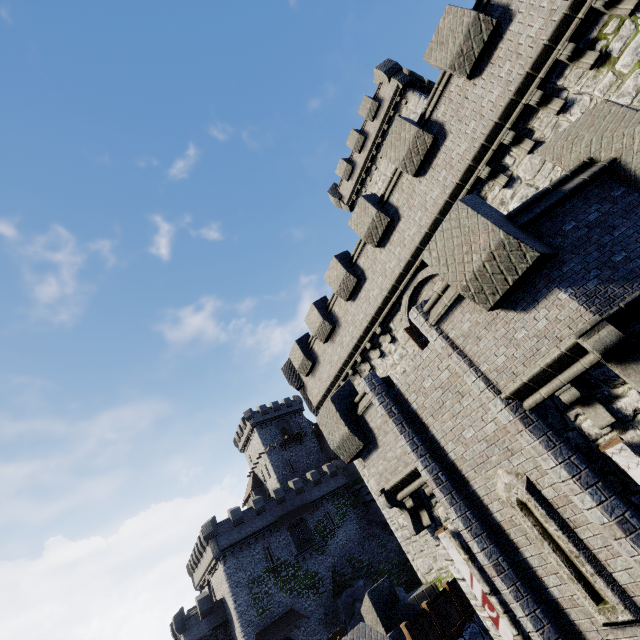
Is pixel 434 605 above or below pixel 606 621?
above

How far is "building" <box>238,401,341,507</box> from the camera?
52.6m

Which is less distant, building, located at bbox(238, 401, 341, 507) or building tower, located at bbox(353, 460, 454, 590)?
building tower, located at bbox(353, 460, 454, 590)

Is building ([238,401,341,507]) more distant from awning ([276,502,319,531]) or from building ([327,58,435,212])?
building ([327,58,435,212])

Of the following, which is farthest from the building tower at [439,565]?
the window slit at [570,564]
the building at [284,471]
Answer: the building at [284,471]

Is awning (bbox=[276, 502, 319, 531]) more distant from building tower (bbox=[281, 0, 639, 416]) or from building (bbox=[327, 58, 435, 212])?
building (bbox=[327, 58, 435, 212])

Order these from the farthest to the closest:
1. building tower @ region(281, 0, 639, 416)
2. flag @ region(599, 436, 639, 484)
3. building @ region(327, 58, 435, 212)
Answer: building @ region(327, 58, 435, 212), building tower @ region(281, 0, 639, 416), flag @ region(599, 436, 639, 484)

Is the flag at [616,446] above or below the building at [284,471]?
below
